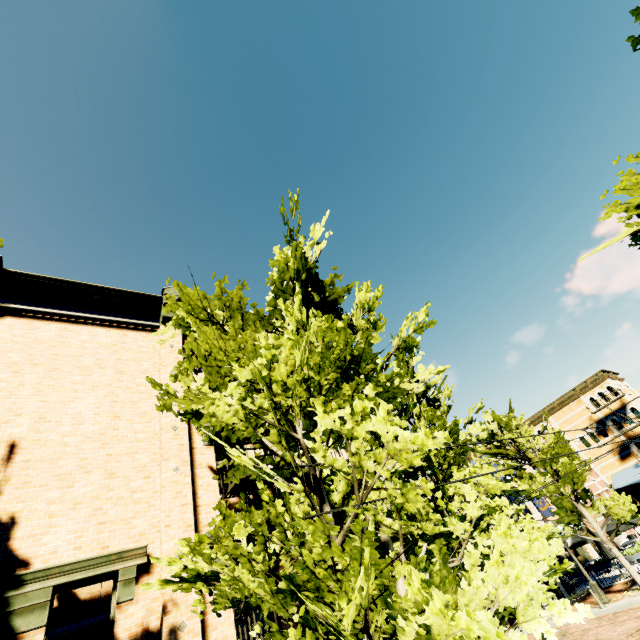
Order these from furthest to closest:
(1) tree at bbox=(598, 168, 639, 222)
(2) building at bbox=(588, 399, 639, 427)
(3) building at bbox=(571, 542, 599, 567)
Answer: (2) building at bbox=(588, 399, 639, 427) → (3) building at bbox=(571, 542, 599, 567) → (1) tree at bbox=(598, 168, 639, 222)

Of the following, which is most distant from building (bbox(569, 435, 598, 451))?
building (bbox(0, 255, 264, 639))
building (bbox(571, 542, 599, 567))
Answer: building (bbox(0, 255, 264, 639))

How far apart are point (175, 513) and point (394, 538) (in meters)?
4.92

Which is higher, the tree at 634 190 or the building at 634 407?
the tree at 634 190

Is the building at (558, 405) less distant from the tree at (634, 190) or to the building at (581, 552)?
the building at (581, 552)

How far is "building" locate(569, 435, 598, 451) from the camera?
33.0m

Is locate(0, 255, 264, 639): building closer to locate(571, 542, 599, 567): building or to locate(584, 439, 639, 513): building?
locate(571, 542, 599, 567): building

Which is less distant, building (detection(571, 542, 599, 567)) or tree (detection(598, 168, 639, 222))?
tree (detection(598, 168, 639, 222))
